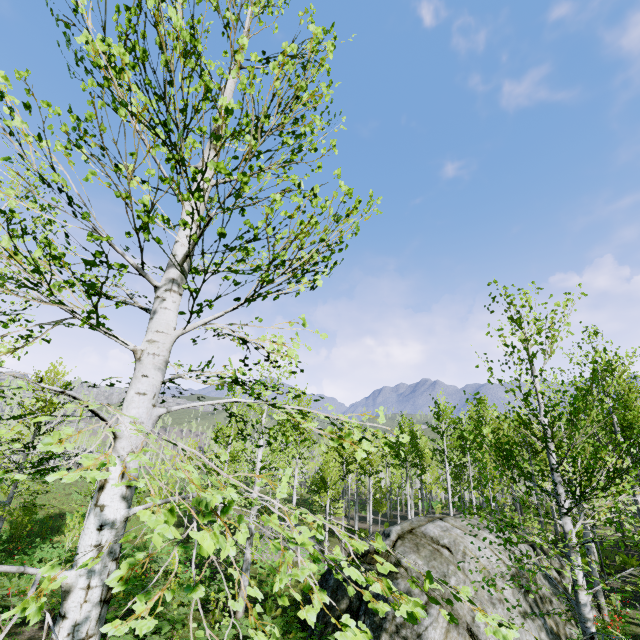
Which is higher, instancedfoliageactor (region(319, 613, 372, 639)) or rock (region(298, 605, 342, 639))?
instancedfoliageactor (region(319, 613, 372, 639))

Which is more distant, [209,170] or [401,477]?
[401,477]

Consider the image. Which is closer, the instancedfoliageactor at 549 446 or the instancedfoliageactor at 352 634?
the instancedfoliageactor at 352 634

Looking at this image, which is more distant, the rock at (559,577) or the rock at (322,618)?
the rock at (559,577)

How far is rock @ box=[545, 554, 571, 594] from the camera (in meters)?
11.61

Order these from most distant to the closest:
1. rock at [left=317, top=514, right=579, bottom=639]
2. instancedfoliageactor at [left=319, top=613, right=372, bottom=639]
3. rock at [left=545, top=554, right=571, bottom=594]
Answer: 1. rock at [left=545, top=554, right=571, bottom=594]
2. rock at [left=317, top=514, right=579, bottom=639]
3. instancedfoliageactor at [left=319, top=613, right=372, bottom=639]

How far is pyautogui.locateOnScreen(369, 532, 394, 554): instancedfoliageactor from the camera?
1.53m
